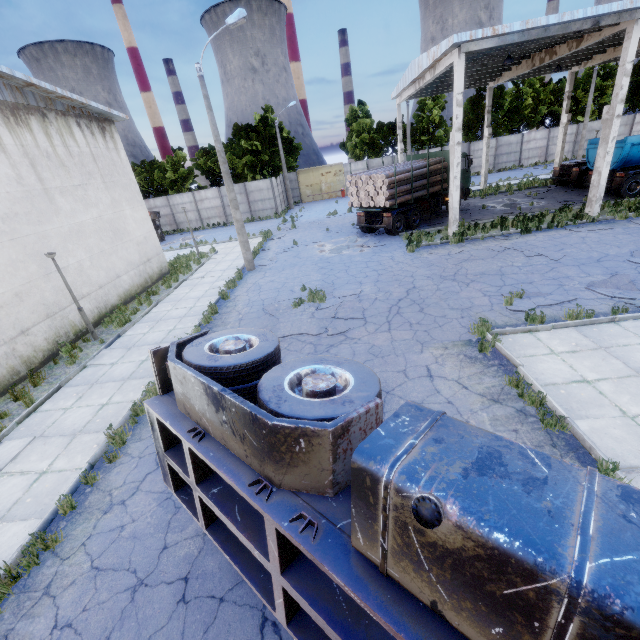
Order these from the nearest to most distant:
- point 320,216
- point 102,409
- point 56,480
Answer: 1. point 56,480
2. point 102,409
3. point 320,216

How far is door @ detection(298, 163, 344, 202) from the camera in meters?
39.6

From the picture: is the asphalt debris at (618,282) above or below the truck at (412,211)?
below

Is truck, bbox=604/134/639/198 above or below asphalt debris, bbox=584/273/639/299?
above

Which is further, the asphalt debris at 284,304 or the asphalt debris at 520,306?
the asphalt debris at 284,304

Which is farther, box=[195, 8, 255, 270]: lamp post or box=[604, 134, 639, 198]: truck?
box=[604, 134, 639, 198]: truck

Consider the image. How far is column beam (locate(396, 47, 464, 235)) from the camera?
13.9m

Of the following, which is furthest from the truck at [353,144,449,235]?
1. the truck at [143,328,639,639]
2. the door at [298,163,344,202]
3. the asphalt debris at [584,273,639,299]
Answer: the door at [298,163,344,202]
